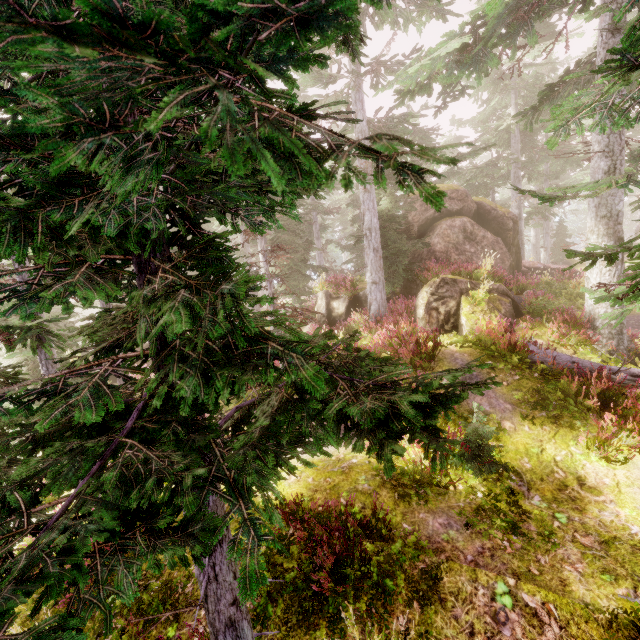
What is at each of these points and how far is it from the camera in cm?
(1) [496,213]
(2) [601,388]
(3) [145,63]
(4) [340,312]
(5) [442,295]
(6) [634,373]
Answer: (1) rock, 1705
(2) instancedfoliageactor, 759
(3) instancedfoliageactor, 67
(4) rock, 1778
(5) rock, 1188
(6) tree, 750

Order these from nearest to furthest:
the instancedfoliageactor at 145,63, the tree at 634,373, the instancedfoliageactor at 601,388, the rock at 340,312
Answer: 1. the instancedfoliageactor at 145,63
2. the instancedfoliageactor at 601,388
3. the tree at 634,373
4. the rock at 340,312

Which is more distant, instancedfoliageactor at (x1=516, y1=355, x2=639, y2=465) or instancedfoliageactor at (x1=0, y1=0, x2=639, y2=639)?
instancedfoliageactor at (x1=516, y1=355, x2=639, y2=465)

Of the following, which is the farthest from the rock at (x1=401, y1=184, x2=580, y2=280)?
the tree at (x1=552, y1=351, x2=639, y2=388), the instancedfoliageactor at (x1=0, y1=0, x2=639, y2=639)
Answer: the tree at (x1=552, y1=351, x2=639, y2=388)

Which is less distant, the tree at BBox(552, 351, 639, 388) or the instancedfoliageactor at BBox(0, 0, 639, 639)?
the instancedfoliageactor at BBox(0, 0, 639, 639)

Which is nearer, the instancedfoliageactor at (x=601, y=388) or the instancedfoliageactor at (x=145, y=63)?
the instancedfoliageactor at (x=145, y=63)

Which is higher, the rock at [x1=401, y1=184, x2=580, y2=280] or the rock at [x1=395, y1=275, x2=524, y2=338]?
the rock at [x1=401, y1=184, x2=580, y2=280]
